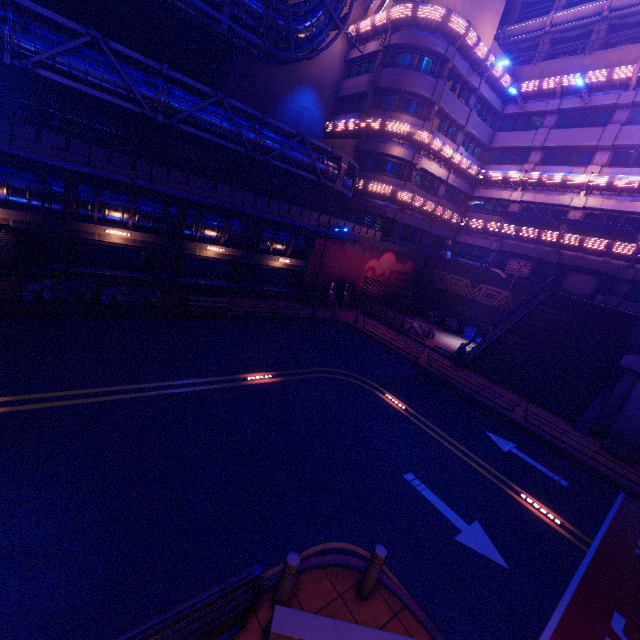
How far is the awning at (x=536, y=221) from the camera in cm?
2567

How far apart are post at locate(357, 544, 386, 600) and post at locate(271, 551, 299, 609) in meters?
1.3

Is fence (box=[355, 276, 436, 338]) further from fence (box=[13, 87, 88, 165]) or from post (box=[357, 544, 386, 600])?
post (box=[357, 544, 386, 600])

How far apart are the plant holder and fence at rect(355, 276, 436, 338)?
12.7m

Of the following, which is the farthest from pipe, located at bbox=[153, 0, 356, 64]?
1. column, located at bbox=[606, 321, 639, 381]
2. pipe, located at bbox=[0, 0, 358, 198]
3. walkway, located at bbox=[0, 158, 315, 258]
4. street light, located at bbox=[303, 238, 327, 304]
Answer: column, located at bbox=[606, 321, 639, 381]

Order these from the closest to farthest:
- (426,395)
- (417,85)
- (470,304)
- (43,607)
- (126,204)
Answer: (43,607) → (426,395) → (126,204) → (417,85) → (470,304)

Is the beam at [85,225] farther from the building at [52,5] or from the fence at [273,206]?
the building at [52,5]

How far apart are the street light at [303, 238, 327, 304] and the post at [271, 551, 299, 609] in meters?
20.1
